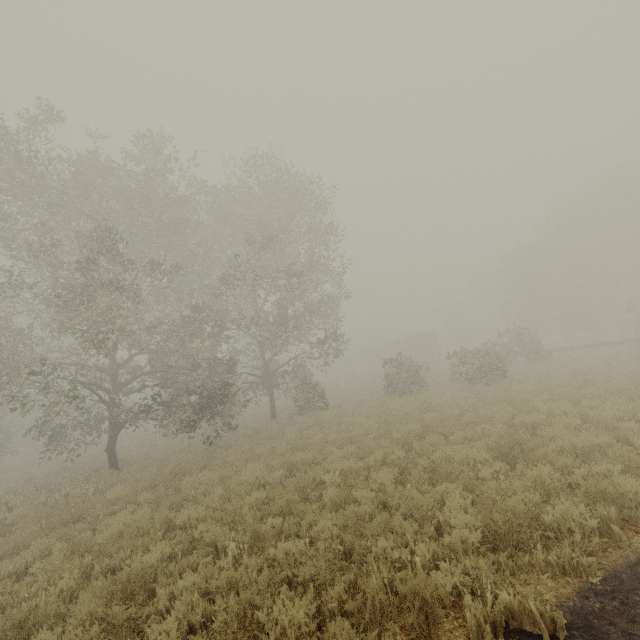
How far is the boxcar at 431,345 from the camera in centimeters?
4759cm

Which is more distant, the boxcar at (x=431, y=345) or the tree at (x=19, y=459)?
the boxcar at (x=431, y=345)

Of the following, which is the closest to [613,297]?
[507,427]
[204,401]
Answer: [507,427]

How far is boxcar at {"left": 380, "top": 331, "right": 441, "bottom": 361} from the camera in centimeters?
4759cm

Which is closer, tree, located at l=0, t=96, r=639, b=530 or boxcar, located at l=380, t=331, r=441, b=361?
tree, located at l=0, t=96, r=639, b=530
